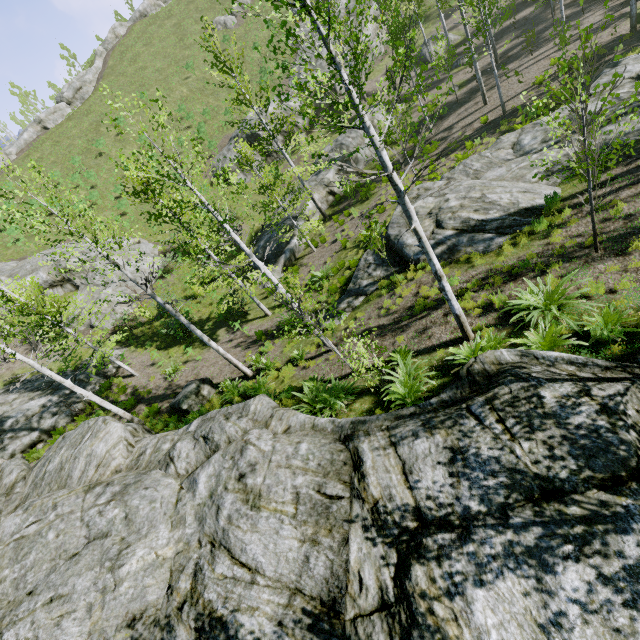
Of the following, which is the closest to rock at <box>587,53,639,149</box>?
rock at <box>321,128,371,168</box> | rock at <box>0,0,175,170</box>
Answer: rock at <box>321,128,371,168</box>

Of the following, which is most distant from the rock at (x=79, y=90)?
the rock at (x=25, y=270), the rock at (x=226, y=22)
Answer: the rock at (x=25, y=270)

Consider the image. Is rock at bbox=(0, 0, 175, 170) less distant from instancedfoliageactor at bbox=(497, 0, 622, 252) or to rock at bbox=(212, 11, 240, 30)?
rock at bbox=(212, 11, 240, 30)

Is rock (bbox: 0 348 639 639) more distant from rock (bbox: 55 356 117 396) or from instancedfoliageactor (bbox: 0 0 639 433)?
rock (bbox: 55 356 117 396)

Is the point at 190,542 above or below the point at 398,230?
above

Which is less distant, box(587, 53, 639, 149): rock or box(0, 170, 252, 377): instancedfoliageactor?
box(0, 170, 252, 377): instancedfoliageactor

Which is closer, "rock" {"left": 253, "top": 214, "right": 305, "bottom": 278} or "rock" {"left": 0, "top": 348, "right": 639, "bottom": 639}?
"rock" {"left": 0, "top": 348, "right": 639, "bottom": 639}

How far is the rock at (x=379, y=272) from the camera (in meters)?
12.49
